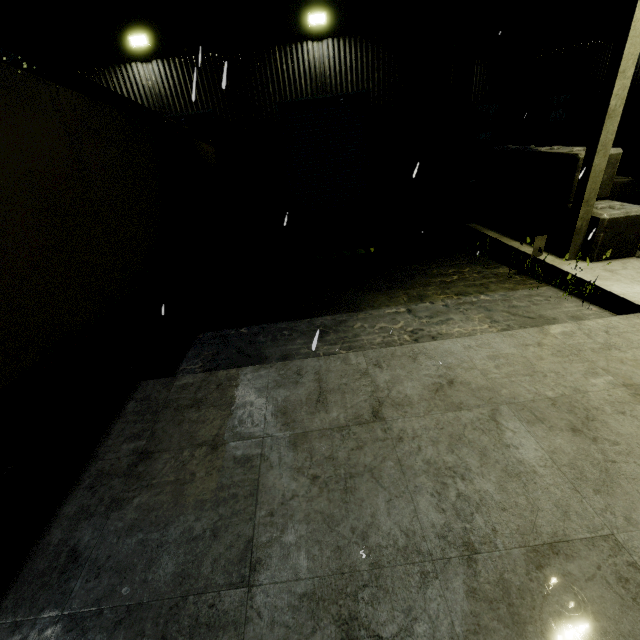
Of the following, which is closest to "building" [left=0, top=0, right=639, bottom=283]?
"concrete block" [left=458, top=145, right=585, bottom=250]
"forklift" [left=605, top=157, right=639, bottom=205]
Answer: "concrete block" [left=458, top=145, right=585, bottom=250]

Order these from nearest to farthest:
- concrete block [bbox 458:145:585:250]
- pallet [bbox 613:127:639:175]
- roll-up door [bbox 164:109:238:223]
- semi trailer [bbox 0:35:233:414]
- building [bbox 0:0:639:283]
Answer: semi trailer [bbox 0:35:233:414] → concrete block [bbox 458:145:585:250] → building [bbox 0:0:639:283] → roll-up door [bbox 164:109:238:223] → pallet [bbox 613:127:639:175]

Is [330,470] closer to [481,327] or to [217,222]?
[481,327]

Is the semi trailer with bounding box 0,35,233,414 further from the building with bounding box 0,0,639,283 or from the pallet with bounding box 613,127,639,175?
the pallet with bounding box 613,127,639,175

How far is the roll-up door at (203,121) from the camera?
10.01m

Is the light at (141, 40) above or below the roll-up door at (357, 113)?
above

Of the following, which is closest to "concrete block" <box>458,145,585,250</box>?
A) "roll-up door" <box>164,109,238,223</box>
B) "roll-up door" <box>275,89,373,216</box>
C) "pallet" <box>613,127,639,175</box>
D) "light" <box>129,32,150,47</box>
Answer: "roll-up door" <box>275,89,373,216</box>

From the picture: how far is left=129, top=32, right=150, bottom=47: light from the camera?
8.86m
